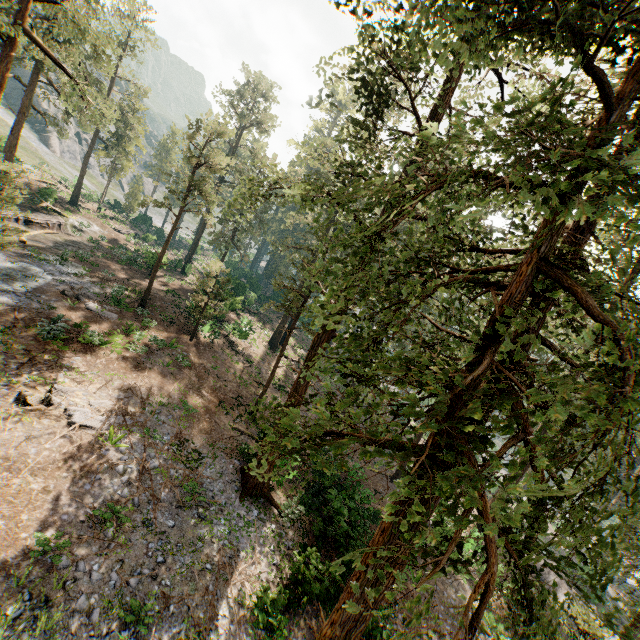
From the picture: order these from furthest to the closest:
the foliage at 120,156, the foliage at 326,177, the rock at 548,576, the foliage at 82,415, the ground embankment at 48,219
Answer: the ground embankment at 48,219 → the rock at 548,576 → the foliage at 120,156 → the foliage at 82,415 → the foliage at 326,177

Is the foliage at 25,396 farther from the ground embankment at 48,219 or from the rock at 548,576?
the ground embankment at 48,219

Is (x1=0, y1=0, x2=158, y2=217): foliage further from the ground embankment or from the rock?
the ground embankment

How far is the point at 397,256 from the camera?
30.4m

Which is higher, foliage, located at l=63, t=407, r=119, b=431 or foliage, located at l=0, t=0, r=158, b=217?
foliage, located at l=0, t=0, r=158, b=217

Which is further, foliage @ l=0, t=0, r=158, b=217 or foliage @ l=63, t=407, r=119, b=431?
foliage @ l=0, t=0, r=158, b=217
